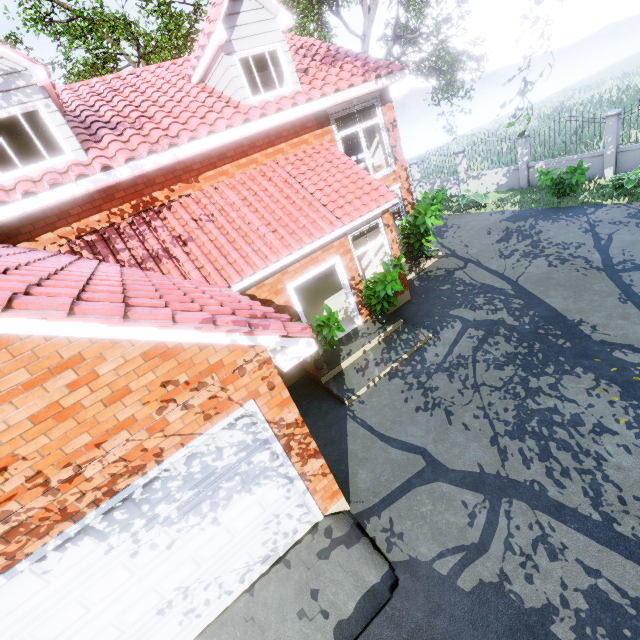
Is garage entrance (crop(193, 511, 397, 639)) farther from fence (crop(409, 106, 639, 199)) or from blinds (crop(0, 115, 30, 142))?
blinds (crop(0, 115, 30, 142))

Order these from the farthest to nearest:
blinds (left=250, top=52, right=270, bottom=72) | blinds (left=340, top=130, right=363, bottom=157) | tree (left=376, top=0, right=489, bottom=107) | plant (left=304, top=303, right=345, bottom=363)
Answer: blinds (left=340, top=130, right=363, bottom=157) → tree (left=376, top=0, right=489, bottom=107) → blinds (left=250, top=52, right=270, bottom=72) → plant (left=304, top=303, right=345, bottom=363)

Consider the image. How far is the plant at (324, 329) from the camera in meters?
7.3

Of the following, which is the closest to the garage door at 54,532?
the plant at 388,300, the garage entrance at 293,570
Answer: the garage entrance at 293,570

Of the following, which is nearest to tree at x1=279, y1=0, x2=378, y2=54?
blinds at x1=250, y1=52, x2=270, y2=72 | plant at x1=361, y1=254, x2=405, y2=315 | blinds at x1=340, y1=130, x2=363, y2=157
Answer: blinds at x1=250, y1=52, x2=270, y2=72

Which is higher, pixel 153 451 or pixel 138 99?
pixel 138 99

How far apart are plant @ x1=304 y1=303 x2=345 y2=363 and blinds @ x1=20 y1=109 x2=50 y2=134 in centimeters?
649cm

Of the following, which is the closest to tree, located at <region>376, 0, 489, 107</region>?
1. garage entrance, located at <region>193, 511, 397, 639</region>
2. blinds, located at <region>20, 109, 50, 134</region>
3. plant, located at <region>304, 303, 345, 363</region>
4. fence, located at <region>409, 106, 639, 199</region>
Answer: fence, located at <region>409, 106, 639, 199</region>
